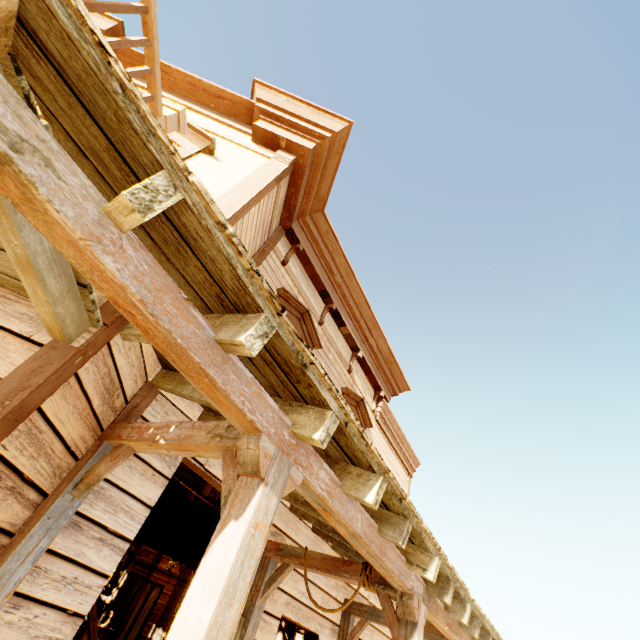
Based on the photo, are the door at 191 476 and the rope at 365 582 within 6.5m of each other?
no

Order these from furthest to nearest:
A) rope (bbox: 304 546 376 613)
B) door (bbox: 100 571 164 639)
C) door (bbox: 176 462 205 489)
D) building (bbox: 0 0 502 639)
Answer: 1. door (bbox: 176 462 205 489)
2. door (bbox: 100 571 164 639)
3. rope (bbox: 304 546 376 613)
4. building (bbox: 0 0 502 639)

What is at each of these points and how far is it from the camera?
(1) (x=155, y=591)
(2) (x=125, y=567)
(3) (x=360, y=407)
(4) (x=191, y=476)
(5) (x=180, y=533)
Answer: (1) door, 9.3 meters
(2) bar, 8.2 meters
(3) widow, 7.0 meters
(4) door, 11.5 meters
(5) curtain, 3.4 meters

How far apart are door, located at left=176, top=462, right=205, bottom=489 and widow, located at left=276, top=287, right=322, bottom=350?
8.3m

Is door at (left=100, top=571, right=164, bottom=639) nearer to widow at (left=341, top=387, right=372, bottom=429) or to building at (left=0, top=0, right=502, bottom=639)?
building at (left=0, top=0, right=502, bottom=639)

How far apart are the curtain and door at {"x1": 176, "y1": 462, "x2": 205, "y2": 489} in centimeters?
828cm

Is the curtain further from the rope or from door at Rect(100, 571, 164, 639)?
door at Rect(100, 571, 164, 639)

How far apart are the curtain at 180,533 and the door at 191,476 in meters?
8.3
